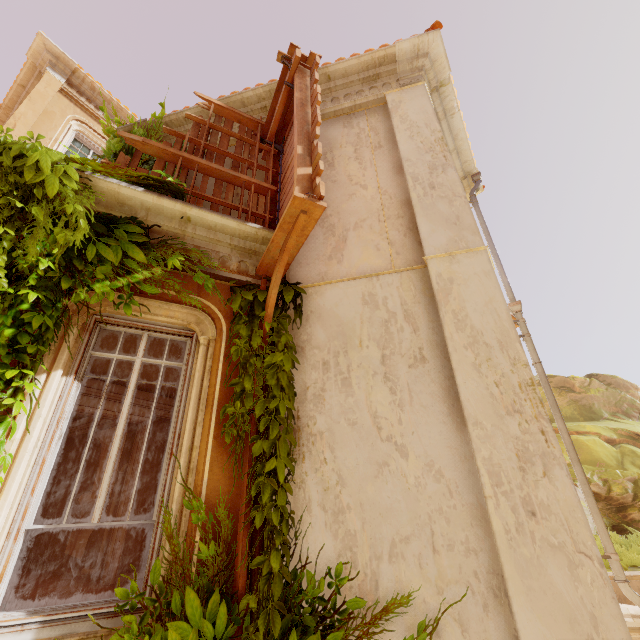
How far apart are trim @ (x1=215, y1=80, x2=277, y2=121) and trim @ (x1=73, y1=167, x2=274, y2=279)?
3.29m

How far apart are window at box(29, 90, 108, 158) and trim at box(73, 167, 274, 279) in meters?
6.6 m

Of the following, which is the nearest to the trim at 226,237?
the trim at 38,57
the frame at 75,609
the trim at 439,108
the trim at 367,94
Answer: the frame at 75,609

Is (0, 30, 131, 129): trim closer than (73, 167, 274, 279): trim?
No

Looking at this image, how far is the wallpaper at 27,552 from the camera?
7.29m

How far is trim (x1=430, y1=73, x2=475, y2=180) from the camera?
6.2m

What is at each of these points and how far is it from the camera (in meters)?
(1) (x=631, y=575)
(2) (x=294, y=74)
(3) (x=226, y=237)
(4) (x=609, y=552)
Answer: (1) building, 5.96
(2) wood, 4.82
(3) trim, 4.12
(4) pipe, 4.23

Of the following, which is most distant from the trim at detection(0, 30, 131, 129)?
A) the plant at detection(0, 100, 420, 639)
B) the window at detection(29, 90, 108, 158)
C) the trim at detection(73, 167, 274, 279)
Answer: the trim at detection(73, 167, 274, 279)
